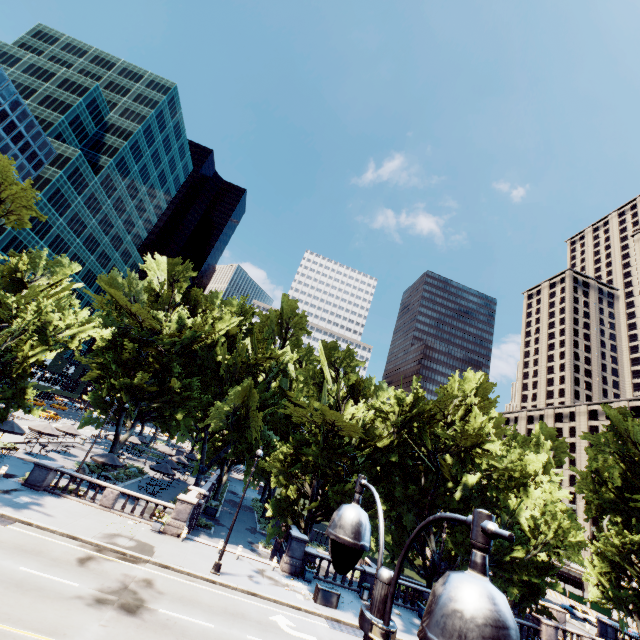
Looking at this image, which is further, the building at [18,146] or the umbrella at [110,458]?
the building at [18,146]

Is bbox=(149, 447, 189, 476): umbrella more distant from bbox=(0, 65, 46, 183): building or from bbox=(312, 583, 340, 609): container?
bbox=(0, 65, 46, 183): building

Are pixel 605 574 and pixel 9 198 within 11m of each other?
no

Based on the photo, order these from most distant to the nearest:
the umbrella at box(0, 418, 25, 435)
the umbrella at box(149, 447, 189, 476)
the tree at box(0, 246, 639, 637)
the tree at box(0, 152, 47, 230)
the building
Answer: the building
the umbrella at box(149, 447, 189, 476)
the umbrella at box(0, 418, 25, 435)
the tree at box(0, 246, 639, 637)
the tree at box(0, 152, 47, 230)

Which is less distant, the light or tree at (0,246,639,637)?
the light

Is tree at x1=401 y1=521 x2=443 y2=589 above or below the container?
above

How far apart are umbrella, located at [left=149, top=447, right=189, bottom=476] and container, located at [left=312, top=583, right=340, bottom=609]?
23.58m

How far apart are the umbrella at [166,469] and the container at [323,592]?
23.6 meters
